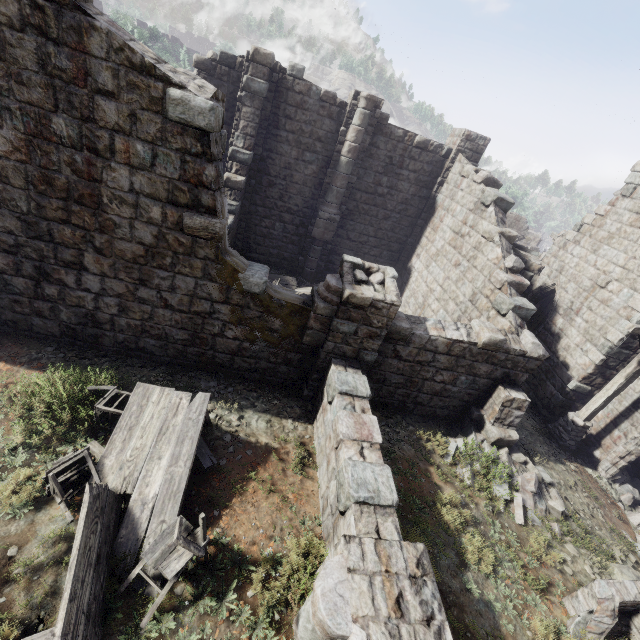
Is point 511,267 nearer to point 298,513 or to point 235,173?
point 298,513

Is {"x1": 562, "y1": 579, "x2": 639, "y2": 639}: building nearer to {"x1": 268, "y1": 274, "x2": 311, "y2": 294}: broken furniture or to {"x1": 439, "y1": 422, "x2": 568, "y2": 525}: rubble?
{"x1": 439, "y1": 422, "x2": 568, "y2": 525}: rubble

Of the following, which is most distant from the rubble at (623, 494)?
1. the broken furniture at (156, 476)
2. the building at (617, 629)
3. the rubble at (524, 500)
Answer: the broken furniture at (156, 476)

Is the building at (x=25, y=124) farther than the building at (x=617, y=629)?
No

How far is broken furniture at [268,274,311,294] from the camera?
13.32m

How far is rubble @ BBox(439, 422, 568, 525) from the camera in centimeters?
762cm

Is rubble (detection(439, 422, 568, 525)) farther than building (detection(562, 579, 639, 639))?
Yes

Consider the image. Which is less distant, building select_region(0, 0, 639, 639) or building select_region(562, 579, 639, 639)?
building select_region(0, 0, 639, 639)
